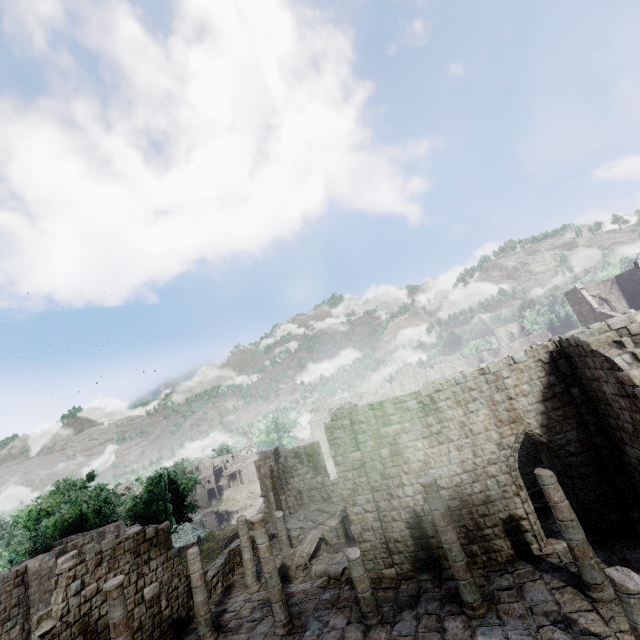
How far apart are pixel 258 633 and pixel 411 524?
7.2 meters

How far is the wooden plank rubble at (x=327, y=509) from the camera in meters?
21.1

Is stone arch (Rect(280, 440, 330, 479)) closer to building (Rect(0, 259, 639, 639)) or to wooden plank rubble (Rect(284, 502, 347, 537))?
building (Rect(0, 259, 639, 639))

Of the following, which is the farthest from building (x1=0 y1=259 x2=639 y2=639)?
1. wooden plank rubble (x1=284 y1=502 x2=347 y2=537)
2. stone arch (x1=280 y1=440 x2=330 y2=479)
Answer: stone arch (x1=280 y1=440 x2=330 y2=479)

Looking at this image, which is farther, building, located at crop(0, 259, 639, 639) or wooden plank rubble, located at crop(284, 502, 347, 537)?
wooden plank rubble, located at crop(284, 502, 347, 537)

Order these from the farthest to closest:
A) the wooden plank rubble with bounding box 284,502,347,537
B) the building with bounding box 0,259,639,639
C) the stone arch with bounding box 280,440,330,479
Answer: the stone arch with bounding box 280,440,330,479 < the wooden plank rubble with bounding box 284,502,347,537 < the building with bounding box 0,259,639,639

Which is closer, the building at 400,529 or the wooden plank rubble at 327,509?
the building at 400,529
